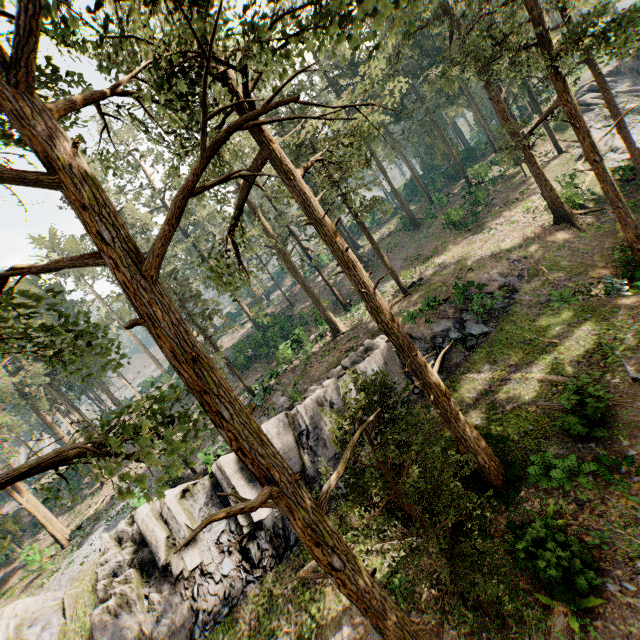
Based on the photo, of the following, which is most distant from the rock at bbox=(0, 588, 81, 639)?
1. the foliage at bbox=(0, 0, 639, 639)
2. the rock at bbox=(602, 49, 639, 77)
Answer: the rock at bbox=(602, 49, 639, 77)

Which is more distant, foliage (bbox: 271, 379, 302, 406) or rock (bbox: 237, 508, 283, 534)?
foliage (bbox: 271, 379, 302, 406)

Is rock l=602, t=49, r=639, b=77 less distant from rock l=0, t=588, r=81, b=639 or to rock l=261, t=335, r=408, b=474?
rock l=261, t=335, r=408, b=474

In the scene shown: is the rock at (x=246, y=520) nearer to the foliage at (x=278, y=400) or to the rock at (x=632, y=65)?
the foliage at (x=278, y=400)

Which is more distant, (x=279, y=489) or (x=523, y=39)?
(x=523, y=39)

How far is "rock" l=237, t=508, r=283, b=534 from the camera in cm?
1789

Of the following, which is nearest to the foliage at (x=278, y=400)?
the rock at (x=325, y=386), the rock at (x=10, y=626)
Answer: the rock at (x=10, y=626)

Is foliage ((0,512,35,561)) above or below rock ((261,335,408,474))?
above
